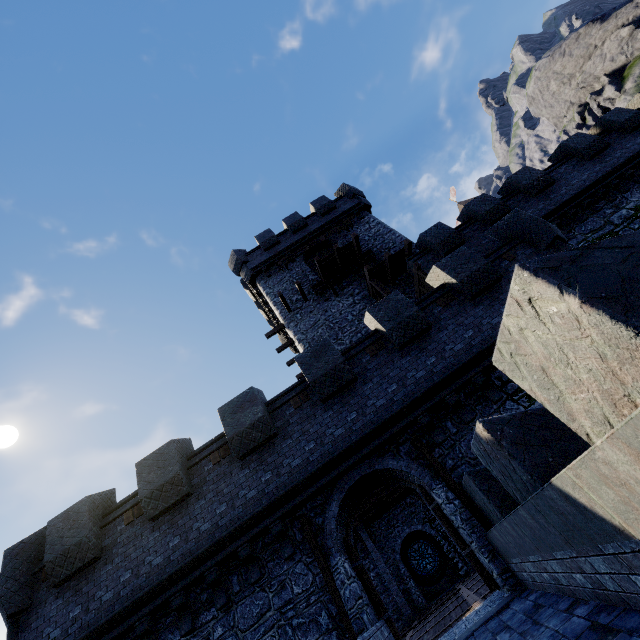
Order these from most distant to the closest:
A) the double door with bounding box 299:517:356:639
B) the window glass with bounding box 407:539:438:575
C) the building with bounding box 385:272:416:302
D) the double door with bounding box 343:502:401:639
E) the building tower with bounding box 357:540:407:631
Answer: the window glass with bounding box 407:539:438:575 < the building tower with bounding box 357:540:407:631 < the building with bounding box 385:272:416:302 < the double door with bounding box 343:502:401:639 < the double door with bounding box 299:517:356:639

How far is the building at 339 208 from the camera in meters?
18.5

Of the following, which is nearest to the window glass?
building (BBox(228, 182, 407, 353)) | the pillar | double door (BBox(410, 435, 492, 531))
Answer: the pillar

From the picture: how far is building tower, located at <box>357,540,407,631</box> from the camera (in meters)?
20.09

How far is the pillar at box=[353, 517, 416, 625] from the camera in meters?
18.1 m

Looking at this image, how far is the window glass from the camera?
21.98m

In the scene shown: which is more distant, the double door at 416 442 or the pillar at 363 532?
the pillar at 363 532

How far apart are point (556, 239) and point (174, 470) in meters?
14.6
